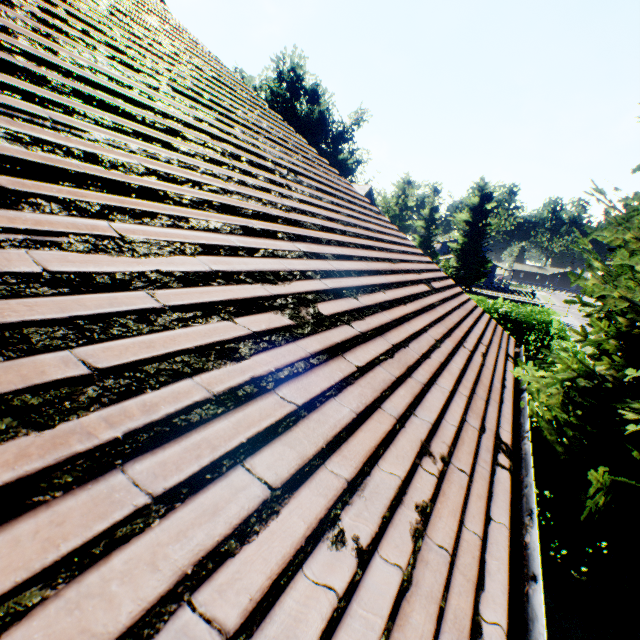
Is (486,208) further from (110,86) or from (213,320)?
(213,320)

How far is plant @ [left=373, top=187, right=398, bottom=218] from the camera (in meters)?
49.59

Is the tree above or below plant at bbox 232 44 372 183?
below

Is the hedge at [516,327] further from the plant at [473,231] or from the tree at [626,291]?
the plant at [473,231]

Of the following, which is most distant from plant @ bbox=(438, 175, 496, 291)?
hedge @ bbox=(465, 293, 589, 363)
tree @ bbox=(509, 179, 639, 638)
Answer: hedge @ bbox=(465, 293, 589, 363)

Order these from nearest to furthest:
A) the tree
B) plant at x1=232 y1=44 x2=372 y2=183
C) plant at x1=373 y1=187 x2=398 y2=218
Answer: the tree → plant at x1=232 y1=44 x2=372 y2=183 → plant at x1=373 y1=187 x2=398 y2=218

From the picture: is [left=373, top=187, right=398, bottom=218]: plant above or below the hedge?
above
